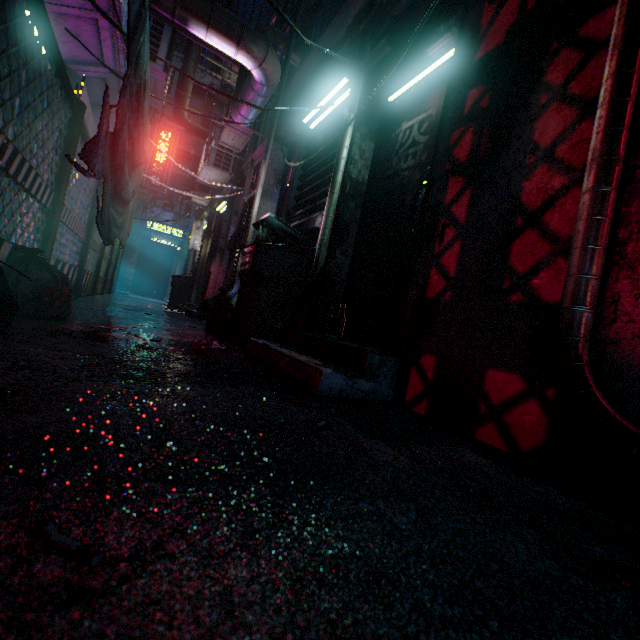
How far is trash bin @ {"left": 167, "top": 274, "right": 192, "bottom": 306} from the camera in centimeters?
916cm

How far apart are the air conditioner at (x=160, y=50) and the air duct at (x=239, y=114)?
1.0 meters

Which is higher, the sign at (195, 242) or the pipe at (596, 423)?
the sign at (195, 242)

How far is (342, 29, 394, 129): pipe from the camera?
2.5m

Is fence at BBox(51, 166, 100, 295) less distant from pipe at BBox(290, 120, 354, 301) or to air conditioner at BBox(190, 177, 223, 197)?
pipe at BBox(290, 120, 354, 301)

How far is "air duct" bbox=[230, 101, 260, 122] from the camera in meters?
4.2

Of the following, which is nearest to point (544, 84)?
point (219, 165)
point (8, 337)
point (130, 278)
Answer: point (8, 337)

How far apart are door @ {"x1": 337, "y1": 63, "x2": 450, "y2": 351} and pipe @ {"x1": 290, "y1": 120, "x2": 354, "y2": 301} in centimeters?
25cm
